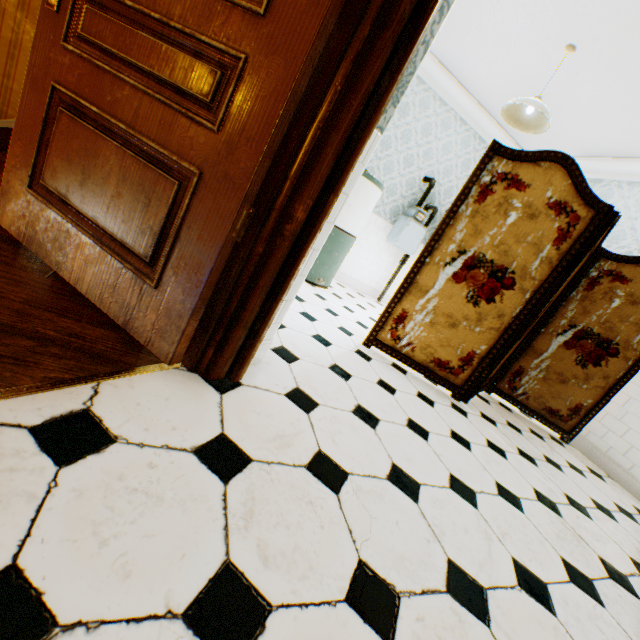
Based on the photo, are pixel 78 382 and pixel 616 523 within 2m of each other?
no

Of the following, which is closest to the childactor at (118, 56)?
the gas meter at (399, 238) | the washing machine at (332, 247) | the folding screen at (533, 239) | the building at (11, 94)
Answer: the building at (11, 94)

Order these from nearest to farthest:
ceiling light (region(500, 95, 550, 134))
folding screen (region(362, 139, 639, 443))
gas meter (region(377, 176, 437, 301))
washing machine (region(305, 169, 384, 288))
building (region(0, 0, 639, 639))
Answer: building (region(0, 0, 639, 639))
folding screen (region(362, 139, 639, 443))
ceiling light (region(500, 95, 550, 134))
washing machine (region(305, 169, 384, 288))
gas meter (region(377, 176, 437, 301))

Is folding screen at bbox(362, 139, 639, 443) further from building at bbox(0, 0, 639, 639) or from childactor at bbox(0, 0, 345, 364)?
childactor at bbox(0, 0, 345, 364)

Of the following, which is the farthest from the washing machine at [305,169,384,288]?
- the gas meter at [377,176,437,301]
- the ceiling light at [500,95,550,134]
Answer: the ceiling light at [500,95,550,134]

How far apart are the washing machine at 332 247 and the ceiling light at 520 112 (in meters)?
1.34

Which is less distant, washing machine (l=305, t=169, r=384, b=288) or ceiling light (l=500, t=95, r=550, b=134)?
ceiling light (l=500, t=95, r=550, b=134)

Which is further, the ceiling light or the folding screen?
the ceiling light
